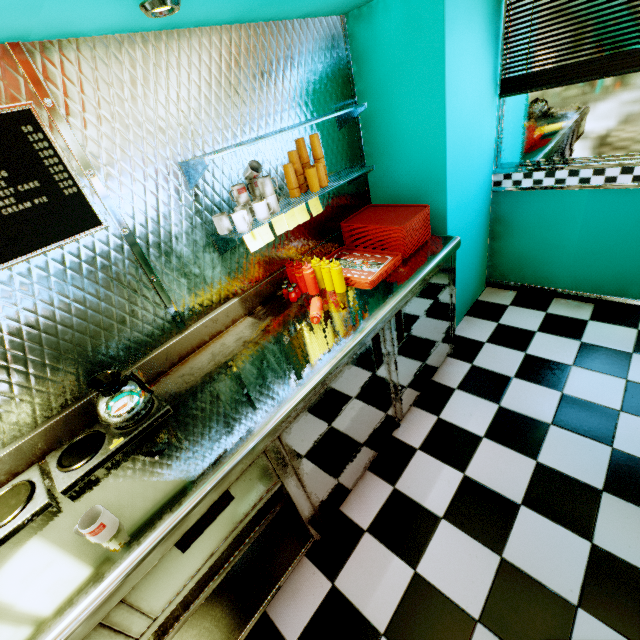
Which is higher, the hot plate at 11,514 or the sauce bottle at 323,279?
the sauce bottle at 323,279

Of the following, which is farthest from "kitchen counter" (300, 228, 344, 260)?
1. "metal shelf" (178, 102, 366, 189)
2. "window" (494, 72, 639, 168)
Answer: "window" (494, 72, 639, 168)

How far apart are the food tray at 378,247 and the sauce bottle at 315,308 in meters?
0.3

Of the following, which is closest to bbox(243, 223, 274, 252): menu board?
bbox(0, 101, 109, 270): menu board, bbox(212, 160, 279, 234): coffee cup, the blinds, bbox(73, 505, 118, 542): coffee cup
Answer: bbox(212, 160, 279, 234): coffee cup

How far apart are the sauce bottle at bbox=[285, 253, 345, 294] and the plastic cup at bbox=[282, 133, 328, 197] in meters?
0.5

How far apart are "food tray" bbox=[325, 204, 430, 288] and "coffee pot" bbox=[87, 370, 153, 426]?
1.4m

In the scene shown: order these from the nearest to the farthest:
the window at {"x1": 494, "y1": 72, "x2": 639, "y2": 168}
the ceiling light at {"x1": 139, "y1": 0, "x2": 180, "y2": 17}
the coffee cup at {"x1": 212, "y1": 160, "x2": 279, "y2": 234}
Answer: the ceiling light at {"x1": 139, "y1": 0, "x2": 180, "y2": 17} → the coffee cup at {"x1": 212, "y1": 160, "x2": 279, "y2": 234} → the window at {"x1": 494, "y1": 72, "x2": 639, "y2": 168}

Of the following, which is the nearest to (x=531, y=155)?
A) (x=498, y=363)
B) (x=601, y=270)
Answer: (x=601, y=270)
